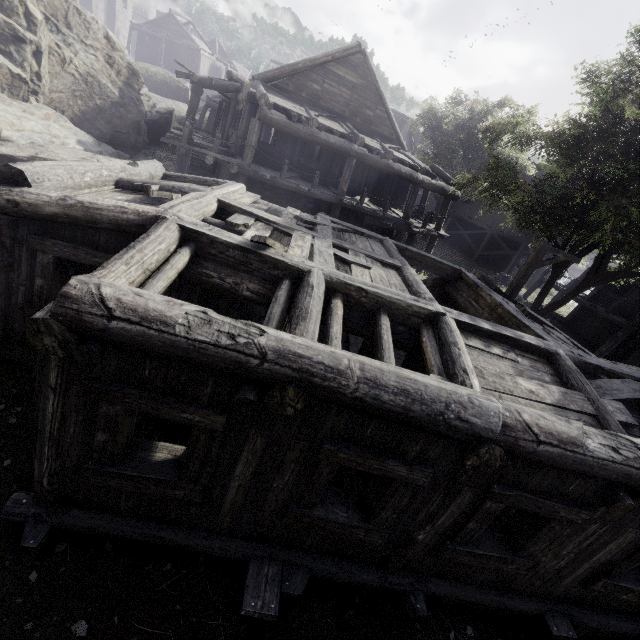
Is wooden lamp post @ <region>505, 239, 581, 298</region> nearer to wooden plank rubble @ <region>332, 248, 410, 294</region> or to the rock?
wooden plank rubble @ <region>332, 248, 410, 294</region>

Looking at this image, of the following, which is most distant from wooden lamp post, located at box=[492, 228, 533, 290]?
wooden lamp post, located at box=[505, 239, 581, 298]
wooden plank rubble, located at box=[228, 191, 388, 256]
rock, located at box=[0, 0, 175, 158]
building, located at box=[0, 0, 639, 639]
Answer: rock, located at box=[0, 0, 175, 158]

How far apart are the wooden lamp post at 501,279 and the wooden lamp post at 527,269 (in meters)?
13.13

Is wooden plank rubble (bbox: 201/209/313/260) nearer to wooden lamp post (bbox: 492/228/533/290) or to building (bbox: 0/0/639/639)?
building (bbox: 0/0/639/639)

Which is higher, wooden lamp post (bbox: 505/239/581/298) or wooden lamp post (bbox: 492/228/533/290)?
wooden lamp post (bbox: 505/239/581/298)

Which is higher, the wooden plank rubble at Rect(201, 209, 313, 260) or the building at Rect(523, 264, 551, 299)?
the wooden plank rubble at Rect(201, 209, 313, 260)

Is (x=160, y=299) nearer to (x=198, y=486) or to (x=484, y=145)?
(x=198, y=486)

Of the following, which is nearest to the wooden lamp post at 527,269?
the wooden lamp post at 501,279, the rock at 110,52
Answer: the wooden lamp post at 501,279
